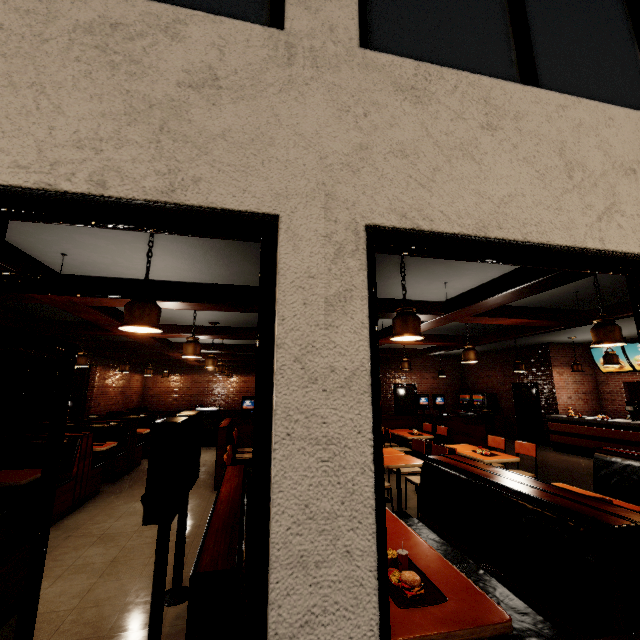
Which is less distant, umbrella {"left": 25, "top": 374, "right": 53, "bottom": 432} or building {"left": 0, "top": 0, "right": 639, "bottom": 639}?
building {"left": 0, "top": 0, "right": 639, "bottom": 639}

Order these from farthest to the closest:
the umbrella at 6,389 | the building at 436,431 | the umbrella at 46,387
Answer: the umbrella at 46,387 < the umbrella at 6,389 < the building at 436,431

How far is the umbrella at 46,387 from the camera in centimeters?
877cm

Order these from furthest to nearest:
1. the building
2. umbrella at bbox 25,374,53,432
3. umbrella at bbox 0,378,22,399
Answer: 1. umbrella at bbox 25,374,53,432
2. umbrella at bbox 0,378,22,399
3. the building

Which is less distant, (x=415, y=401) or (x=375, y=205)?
(x=375, y=205)

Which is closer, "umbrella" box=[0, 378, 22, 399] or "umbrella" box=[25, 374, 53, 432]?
"umbrella" box=[0, 378, 22, 399]

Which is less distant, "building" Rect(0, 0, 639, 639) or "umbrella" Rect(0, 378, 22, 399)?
"building" Rect(0, 0, 639, 639)

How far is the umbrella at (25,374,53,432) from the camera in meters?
8.8 m
